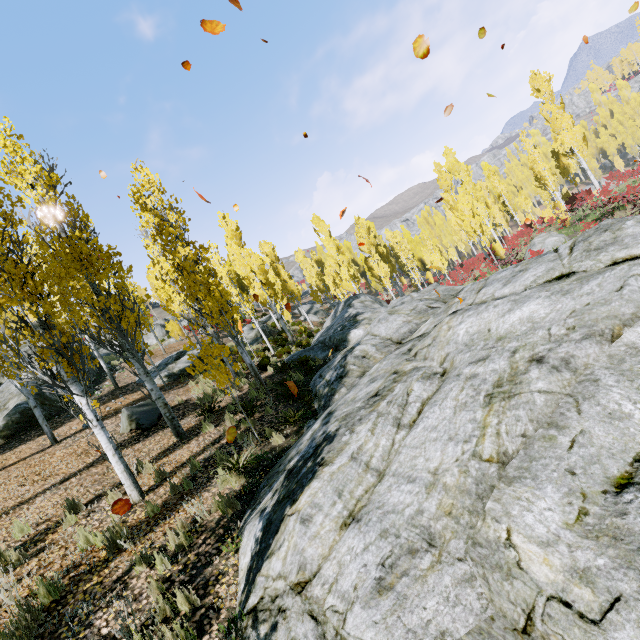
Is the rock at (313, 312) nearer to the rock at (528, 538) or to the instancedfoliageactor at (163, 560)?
the instancedfoliageactor at (163, 560)

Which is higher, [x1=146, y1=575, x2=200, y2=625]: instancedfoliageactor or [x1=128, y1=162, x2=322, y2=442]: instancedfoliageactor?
[x1=128, y1=162, x2=322, y2=442]: instancedfoliageactor

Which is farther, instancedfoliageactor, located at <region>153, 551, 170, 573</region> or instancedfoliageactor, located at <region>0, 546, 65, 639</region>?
instancedfoliageactor, located at <region>153, 551, 170, 573</region>

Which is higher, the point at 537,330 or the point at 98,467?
the point at 98,467

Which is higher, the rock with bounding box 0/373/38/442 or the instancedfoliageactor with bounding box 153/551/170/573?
the rock with bounding box 0/373/38/442

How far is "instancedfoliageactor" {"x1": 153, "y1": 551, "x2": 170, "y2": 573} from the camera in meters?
4.7

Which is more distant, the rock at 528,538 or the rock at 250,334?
the rock at 250,334
